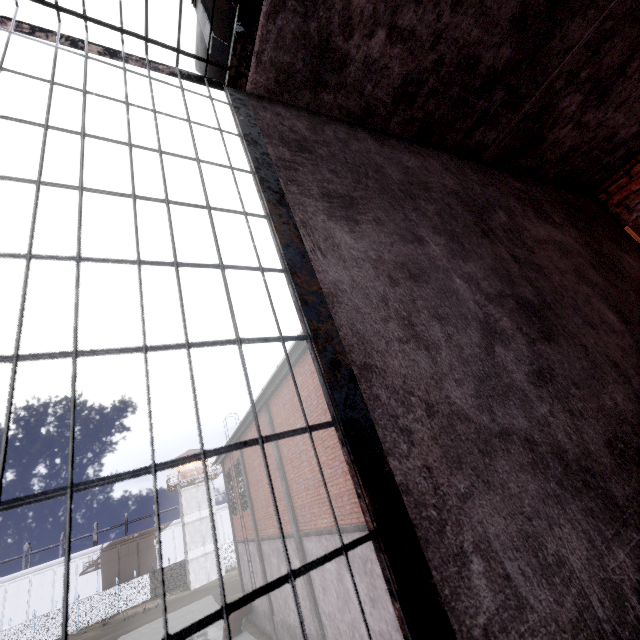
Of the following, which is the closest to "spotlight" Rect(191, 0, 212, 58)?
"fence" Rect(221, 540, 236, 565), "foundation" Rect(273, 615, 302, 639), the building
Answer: "fence" Rect(221, 540, 236, 565)

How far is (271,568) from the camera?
14.5m

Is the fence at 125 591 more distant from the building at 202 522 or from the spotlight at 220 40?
the spotlight at 220 40

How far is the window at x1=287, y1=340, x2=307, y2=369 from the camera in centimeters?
941cm

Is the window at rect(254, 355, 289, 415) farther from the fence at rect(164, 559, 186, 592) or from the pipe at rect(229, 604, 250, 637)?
the fence at rect(164, 559, 186, 592)

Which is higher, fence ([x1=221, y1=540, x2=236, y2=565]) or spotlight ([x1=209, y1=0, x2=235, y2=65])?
spotlight ([x1=209, y1=0, x2=235, y2=65])

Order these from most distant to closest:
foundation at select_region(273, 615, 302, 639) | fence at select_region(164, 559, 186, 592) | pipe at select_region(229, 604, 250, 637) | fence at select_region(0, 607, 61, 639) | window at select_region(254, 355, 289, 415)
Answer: fence at select_region(164, 559, 186, 592), fence at select_region(0, 607, 61, 639), pipe at select_region(229, 604, 250, 637), foundation at select_region(273, 615, 302, 639), window at select_region(254, 355, 289, 415)

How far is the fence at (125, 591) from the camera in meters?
37.6
